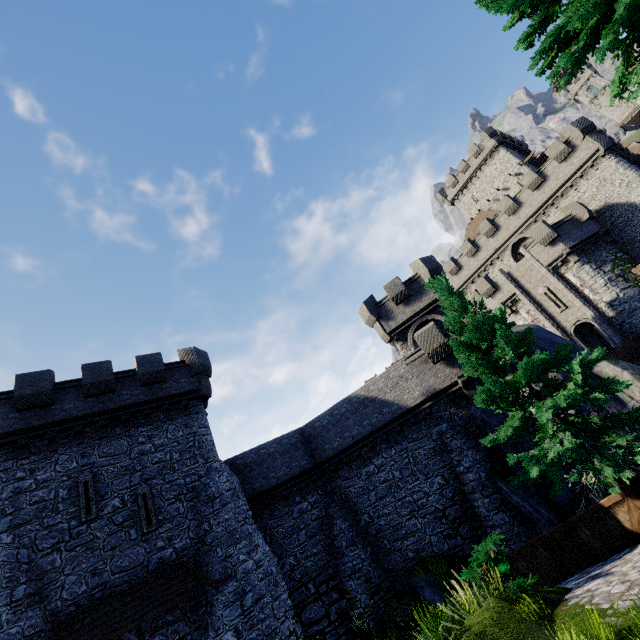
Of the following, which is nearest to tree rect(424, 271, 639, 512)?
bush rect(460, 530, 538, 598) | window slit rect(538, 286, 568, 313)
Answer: bush rect(460, 530, 538, 598)

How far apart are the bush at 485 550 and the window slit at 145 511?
13.1m

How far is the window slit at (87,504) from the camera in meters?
14.0 m

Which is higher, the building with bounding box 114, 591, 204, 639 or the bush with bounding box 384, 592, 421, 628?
the building with bounding box 114, 591, 204, 639

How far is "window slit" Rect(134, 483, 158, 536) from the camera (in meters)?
14.54

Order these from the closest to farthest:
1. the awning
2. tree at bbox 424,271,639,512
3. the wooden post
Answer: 1. the wooden post
2. tree at bbox 424,271,639,512
3. the awning

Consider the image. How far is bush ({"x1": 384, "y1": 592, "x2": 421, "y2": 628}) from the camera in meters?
14.6 m

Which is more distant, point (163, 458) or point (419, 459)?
point (419, 459)
